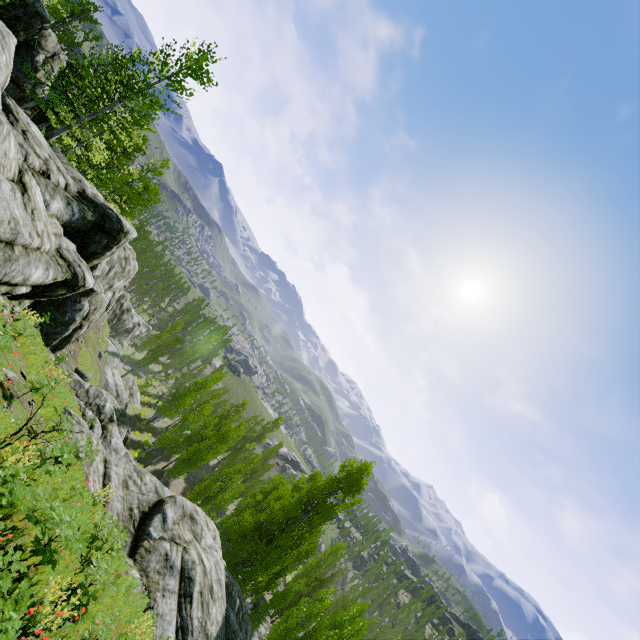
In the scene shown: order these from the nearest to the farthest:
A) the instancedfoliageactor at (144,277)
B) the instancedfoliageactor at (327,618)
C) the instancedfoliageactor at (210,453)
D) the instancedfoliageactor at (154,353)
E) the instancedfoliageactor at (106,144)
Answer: the instancedfoliageactor at (106,144) < the instancedfoliageactor at (327,618) < the instancedfoliageactor at (210,453) < the instancedfoliageactor at (154,353) < the instancedfoliageactor at (144,277)

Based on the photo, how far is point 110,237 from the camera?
16.64m

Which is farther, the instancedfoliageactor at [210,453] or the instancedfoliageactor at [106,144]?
the instancedfoliageactor at [210,453]

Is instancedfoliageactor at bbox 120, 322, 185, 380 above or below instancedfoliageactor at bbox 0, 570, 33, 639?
below

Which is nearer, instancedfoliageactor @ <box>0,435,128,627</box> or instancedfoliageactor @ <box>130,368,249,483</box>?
instancedfoliageactor @ <box>0,435,128,627</box>

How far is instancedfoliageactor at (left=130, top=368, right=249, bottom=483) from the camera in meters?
30.2 m
